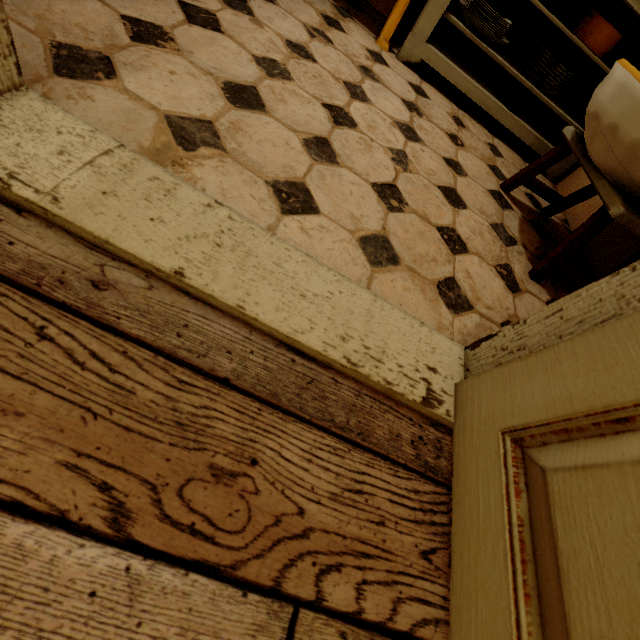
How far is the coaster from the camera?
1.9m

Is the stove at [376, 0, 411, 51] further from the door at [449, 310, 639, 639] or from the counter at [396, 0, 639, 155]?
the door at [449, 310, 639, 639]

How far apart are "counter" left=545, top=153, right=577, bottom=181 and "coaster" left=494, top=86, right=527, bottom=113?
0.0m

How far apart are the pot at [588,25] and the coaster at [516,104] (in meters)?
0.37

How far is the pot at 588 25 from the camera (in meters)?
1.63

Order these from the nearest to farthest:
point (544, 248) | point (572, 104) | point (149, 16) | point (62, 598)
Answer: point (62, 598), point (149, 16), point (544, 248), point (572, 104)

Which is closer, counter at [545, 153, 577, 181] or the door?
the door

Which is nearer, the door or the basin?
the door
